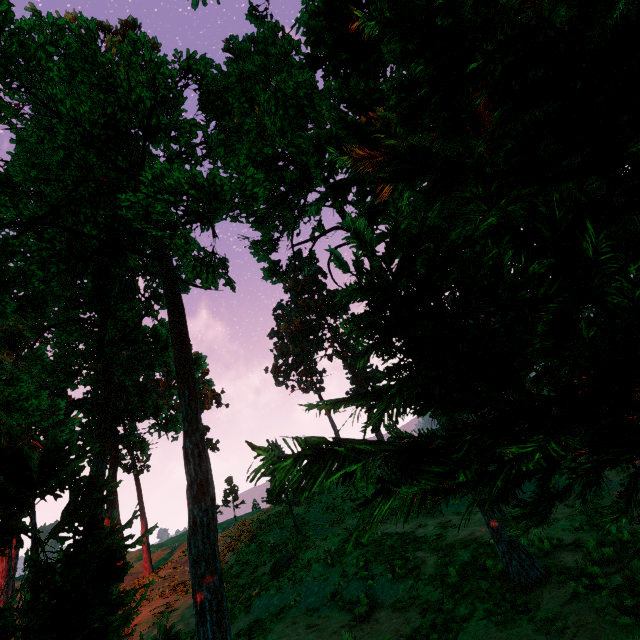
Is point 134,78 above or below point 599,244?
above

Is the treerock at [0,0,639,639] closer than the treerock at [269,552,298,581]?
Yes

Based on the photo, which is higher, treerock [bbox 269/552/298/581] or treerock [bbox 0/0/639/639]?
treerock [bbox 0/0/639/639]

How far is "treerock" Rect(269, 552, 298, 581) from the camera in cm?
1576

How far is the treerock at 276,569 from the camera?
15.8m

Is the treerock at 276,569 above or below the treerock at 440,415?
below
